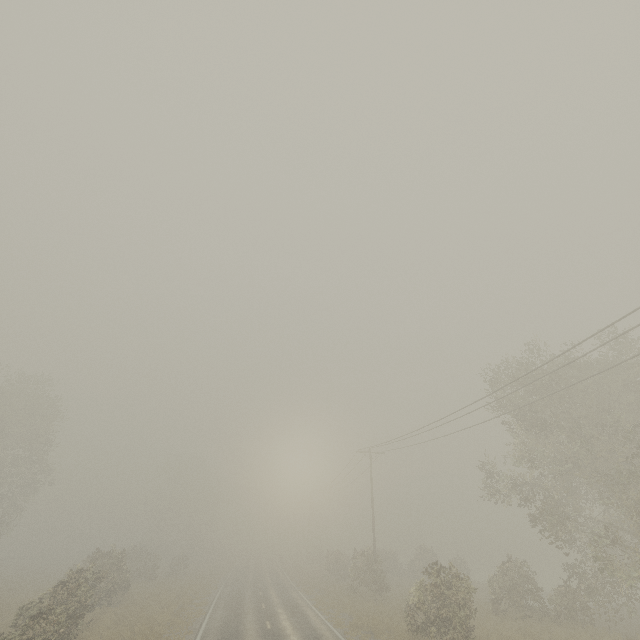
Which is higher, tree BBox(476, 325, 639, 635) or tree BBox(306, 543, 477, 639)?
tree BBox(476, 325, 639, 635)

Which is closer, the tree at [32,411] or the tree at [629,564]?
the tree at [629,564]

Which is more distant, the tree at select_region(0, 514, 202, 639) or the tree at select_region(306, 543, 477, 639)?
the tree at select_region(306, 543, 477, 639)

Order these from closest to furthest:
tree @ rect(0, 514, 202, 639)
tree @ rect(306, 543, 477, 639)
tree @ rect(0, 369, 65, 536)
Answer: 1. tree @ rect(0, 514, 202, 639)
2. tree @ rect(306, 543, 477, 639)
3. tree @ rect(0, 369, 65, 536)

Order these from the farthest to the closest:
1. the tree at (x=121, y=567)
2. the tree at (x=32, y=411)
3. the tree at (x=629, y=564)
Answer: the tree at (x=32, y=411) < the tree at (x=629, y=564) < the tree at (x=121, y=567)

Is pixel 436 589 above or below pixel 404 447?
below

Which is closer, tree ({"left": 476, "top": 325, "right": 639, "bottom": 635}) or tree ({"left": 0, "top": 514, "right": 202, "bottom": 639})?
tree ({"left": 0, "top": 514, "right": 202, "bottom": 639})

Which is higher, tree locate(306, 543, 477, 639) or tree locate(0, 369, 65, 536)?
tree locate(0, 369, 65, 536)
